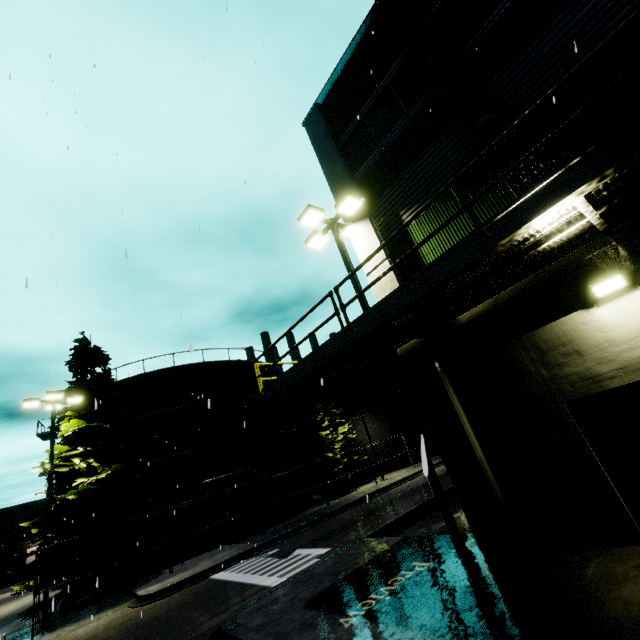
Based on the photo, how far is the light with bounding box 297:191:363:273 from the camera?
10.0m

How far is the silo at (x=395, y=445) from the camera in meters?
32.9

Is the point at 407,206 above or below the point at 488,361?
above

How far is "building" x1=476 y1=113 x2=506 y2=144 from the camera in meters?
7.3 m

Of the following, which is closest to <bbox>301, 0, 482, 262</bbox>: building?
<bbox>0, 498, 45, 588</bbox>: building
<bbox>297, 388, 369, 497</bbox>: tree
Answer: <bbox>297, 388, 369, 497</bbox>: tree

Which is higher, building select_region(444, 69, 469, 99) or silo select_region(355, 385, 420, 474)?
building select_region(444, 69, 469, 99)

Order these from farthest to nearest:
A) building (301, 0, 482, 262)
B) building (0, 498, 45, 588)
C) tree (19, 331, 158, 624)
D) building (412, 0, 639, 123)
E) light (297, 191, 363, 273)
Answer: building (0, 498, 45, 588) → tree (19, 331, 158, 624) → light (297, 191, 363, 273) → building (301, 0, 482, 262) → building (412, 0, 639, 123)

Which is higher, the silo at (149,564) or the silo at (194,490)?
the silo at (194,490)
